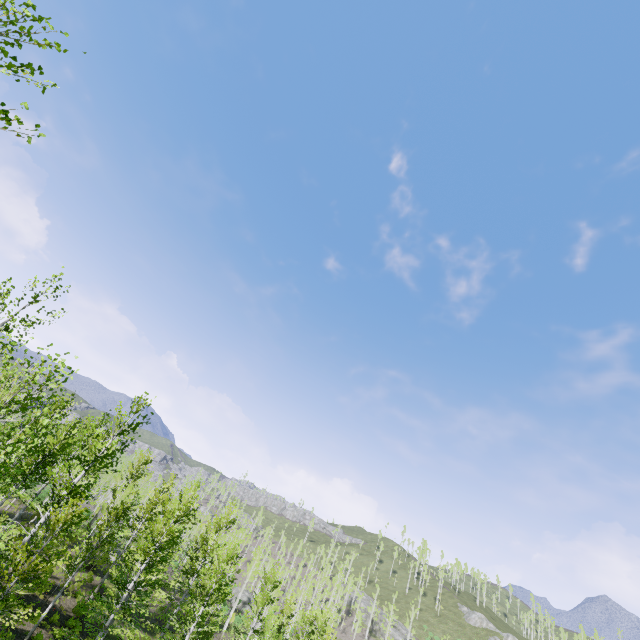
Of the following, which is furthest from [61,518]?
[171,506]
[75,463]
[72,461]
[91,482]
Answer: [91,482]
